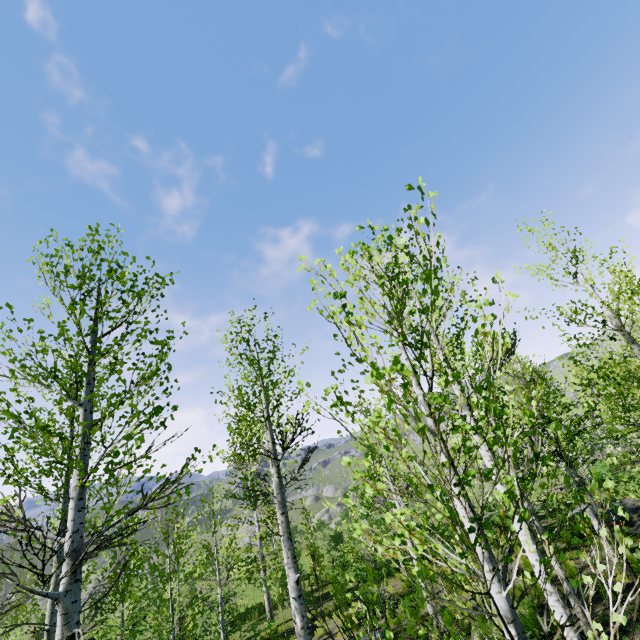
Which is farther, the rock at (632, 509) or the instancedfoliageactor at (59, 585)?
the rock at (632, 509)

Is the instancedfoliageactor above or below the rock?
above

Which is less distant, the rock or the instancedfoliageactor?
the instancedfoliageactor

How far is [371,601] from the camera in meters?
12.1

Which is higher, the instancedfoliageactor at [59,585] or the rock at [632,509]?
the instancedfoliageactor at [59,585]
